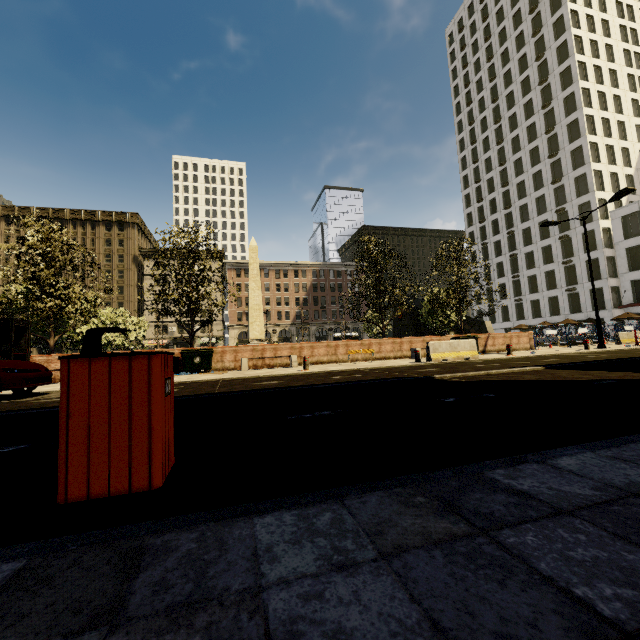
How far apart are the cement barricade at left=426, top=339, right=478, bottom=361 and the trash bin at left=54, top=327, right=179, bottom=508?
12.5m

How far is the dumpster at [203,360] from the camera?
14.7 meters

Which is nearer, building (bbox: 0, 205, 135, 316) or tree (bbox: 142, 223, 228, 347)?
tree (bbox: 142, 223, 228, 347)

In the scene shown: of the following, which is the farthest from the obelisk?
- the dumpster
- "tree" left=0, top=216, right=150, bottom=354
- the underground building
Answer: the underground building

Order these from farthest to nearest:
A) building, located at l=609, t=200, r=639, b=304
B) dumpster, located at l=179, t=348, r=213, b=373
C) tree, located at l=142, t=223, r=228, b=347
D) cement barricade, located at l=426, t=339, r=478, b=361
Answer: building, located at l=609, t=200, r=639, b=304, tree, located at l=142, t=223, r=228, b=347, dumpster, located at l=179, t=348, r=213, b=373, cement barricade, located at l=426, t=339, r=478, b=361

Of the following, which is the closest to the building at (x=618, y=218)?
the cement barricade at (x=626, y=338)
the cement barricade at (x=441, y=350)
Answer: the cement barricade at (x=626, y=338)

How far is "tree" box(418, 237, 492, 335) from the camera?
21.2 meters

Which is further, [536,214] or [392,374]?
[536,214]
